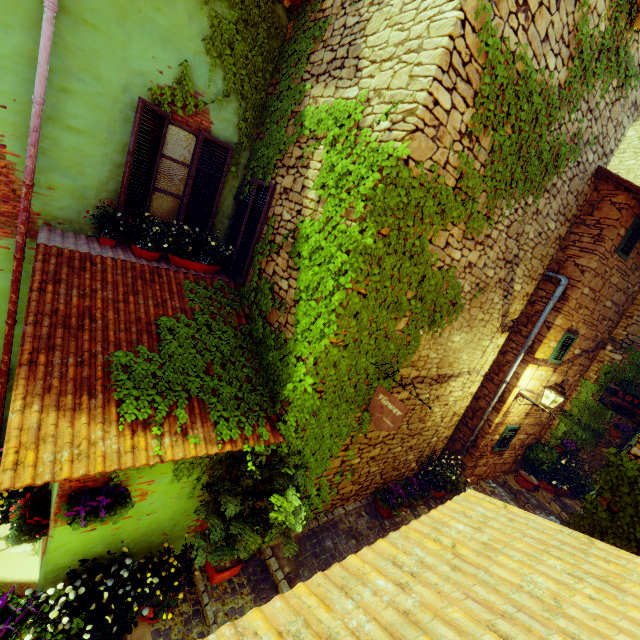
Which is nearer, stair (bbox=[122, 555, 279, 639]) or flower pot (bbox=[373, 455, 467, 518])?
stair (bbox=[122, 555, 279, 639])

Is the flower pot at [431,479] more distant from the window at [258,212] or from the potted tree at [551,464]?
the window at [258,212]

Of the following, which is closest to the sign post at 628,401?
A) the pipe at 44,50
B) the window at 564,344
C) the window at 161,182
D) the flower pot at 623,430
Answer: the window at 564,344

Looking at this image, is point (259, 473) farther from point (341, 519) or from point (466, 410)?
point (466, 410)

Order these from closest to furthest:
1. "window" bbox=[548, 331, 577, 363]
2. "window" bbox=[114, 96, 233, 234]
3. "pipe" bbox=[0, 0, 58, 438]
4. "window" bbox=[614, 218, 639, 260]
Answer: "pipe" bbox=[0, 0, 58, 438] < "window" bbox=[114, 96, 233, 234] < "window" bbox=[614, 218, 639, 260] < "window" bbox=[548, 331, 577, 363]

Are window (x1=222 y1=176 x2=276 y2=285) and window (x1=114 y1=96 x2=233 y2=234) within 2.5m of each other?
yes

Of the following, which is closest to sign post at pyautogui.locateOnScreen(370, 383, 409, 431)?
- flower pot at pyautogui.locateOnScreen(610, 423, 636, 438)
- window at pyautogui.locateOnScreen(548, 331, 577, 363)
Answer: window at pyautogui.locateOnScreen(548, 331, 577, 363)

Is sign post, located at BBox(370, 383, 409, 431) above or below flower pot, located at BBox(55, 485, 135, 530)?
above
